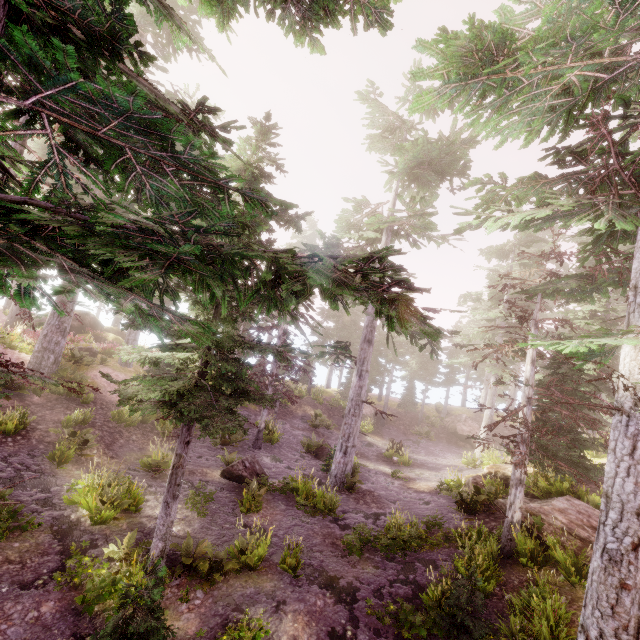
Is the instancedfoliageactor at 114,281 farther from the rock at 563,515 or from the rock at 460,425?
the rock at 460,425

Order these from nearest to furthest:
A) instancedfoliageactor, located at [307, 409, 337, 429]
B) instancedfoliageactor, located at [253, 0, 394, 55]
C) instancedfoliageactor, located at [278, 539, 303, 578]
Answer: instancedfoliageactor, located at [253, 0, 394, 55]
instancedfoliageactor, located at [278, 539, 303, 578]
instancedfoliageactor, located at [307, 409, 337, 429]

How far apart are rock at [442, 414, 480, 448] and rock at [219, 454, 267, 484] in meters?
20.2

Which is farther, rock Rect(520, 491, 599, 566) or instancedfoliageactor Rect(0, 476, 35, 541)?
rock Rect(520, 491, 599, 566)

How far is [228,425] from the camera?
6.43m

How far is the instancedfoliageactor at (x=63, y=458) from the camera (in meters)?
11.51

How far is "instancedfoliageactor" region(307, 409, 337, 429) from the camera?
25.7 meters
